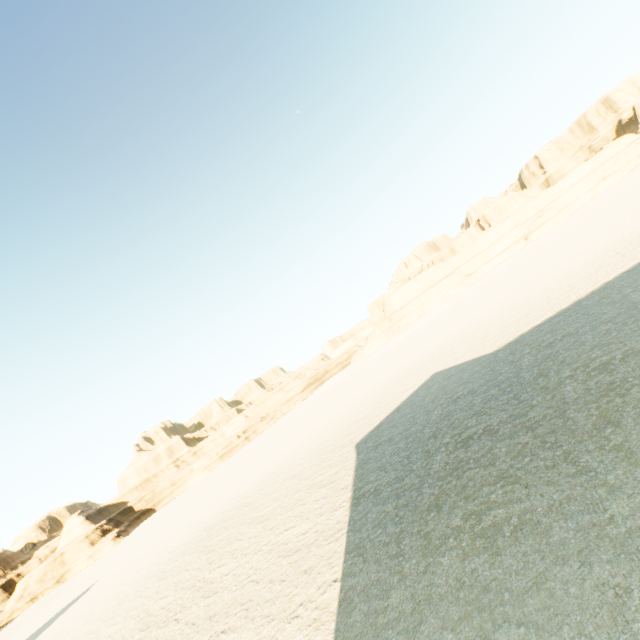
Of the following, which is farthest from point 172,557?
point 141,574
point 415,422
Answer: point 415,422
